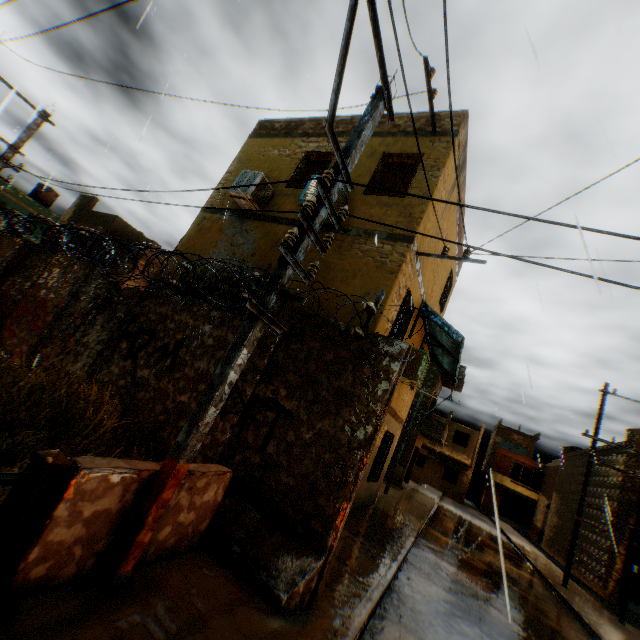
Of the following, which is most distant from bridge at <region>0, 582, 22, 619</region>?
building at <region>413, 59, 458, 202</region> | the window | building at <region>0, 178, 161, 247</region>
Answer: the window

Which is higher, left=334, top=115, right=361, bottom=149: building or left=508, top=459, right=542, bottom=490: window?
Answer: left=334, top=115, right=361, bottom=149: building

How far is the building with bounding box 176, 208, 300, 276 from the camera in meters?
8.4 m

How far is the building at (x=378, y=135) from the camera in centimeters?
777cm

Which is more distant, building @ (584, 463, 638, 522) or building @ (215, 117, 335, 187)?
building @ (584, 463, 638, 522)

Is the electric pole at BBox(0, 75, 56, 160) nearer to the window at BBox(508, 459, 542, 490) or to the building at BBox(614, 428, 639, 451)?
the building at BBox(614, 428, 639, 451)

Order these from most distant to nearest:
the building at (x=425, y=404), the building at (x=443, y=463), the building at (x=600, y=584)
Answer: the building at (x=425, y=404) → the building at (x=443, y=463) → the building at (x=600, y=584)

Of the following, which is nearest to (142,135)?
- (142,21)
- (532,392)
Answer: (142,21)
